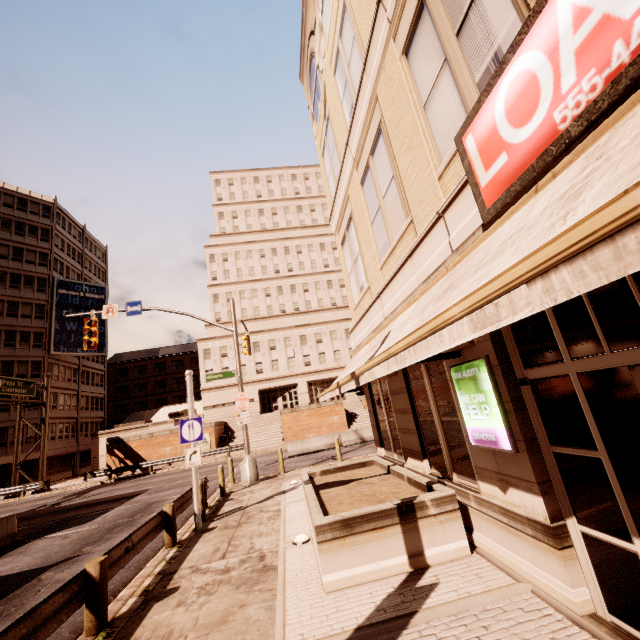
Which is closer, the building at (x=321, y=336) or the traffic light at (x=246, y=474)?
the building at (x=321, y=336)

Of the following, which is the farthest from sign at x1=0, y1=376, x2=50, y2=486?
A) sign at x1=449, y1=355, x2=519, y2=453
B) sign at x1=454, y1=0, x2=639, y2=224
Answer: sign at x1=454, y1=0, x2=639, y2=224

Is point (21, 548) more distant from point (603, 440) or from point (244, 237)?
point (244, 237)

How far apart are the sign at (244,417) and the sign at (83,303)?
38.8m

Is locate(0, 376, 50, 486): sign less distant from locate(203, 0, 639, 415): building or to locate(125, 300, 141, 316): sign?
locate(203, 0, 639, 415): building

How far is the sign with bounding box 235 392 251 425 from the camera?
15.7m

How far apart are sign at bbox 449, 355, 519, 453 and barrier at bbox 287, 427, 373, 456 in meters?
19.7 m

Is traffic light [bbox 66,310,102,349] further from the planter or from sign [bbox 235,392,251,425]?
the planter
